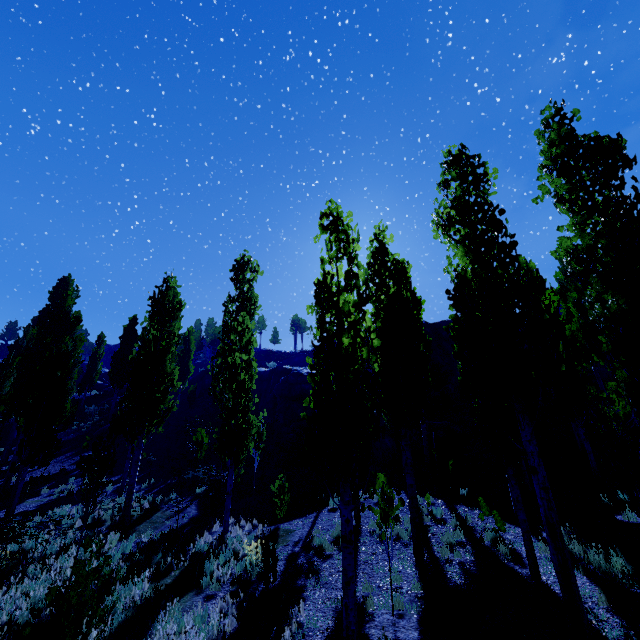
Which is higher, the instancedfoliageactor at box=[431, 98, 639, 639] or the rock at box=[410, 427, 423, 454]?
the rock at box=[410, 427, 423, 454]

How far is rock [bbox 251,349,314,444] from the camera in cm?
2555

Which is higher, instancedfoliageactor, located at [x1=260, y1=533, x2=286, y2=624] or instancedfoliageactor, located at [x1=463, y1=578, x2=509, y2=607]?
instancedfoliageactor, located at [x1=463, y1=578, x2=509, y2=607]

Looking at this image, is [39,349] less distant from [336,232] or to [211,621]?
[211,621]

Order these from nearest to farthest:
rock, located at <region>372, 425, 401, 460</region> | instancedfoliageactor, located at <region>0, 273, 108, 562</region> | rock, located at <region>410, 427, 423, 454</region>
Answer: instancedfoliageactor, located at <region>0, 273, 108, 562</region> < rock, located at <region>372, 425, 401, 460</region> < rock, located at <region>410, 427, 423, 454</region>

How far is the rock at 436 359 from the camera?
29.27m

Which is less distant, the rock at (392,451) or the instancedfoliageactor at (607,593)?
the instancedfoliageactor at (607,593)
